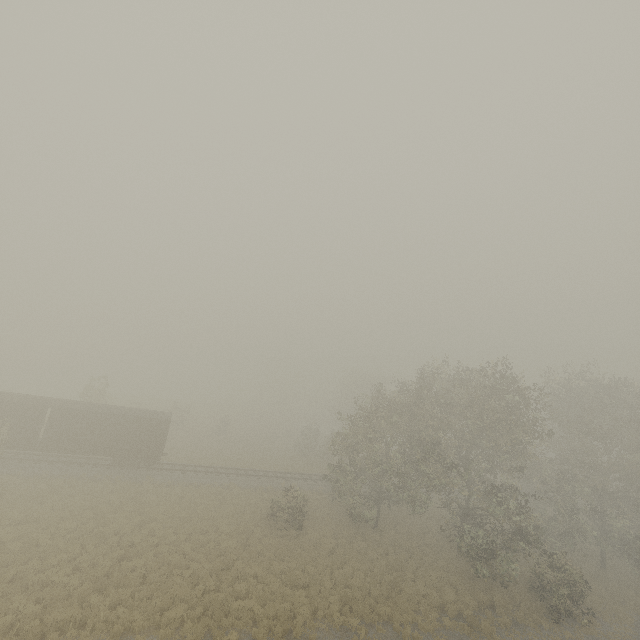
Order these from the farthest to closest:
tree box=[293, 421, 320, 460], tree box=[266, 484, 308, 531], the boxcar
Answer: tree box=[293, 421, 320, 460] → the boxcar → tree box=[266, 484, 308, 531]

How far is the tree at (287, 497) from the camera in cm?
2397

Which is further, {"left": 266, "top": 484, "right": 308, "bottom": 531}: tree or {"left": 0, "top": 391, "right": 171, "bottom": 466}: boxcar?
{"left": 0, "top": 391, "right": 171, "bottom": 466}: boxcar

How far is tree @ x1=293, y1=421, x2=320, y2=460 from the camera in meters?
45.7

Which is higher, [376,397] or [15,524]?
[376,397]

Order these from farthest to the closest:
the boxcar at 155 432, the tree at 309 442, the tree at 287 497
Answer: the tree at 309 442, the boxcar at 155 432, the tree at 287 497

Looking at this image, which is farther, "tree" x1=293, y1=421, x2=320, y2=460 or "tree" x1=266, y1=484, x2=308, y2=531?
"tree" x1=293, y1=421, x2=320, y2=460
